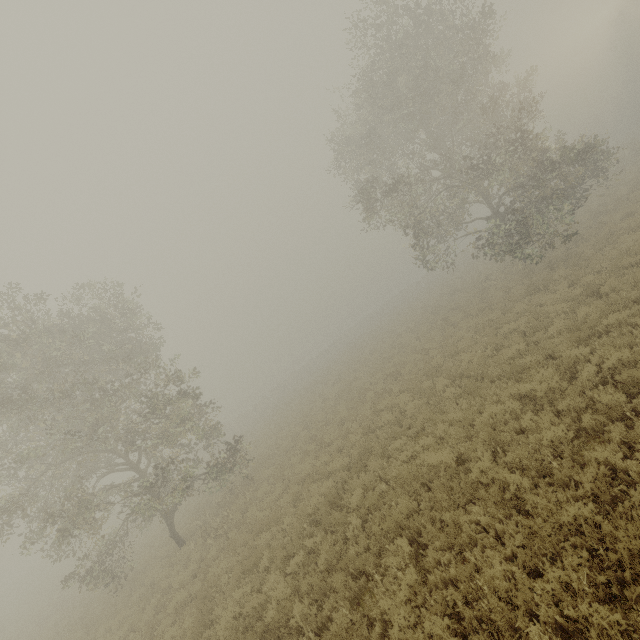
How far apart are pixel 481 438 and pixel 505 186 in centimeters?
1385cm
